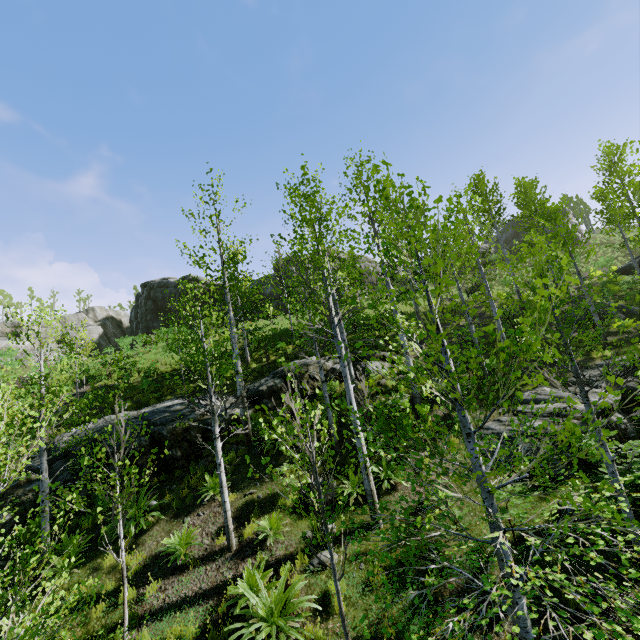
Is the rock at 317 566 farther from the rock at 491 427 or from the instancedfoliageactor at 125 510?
the rock at 491 427

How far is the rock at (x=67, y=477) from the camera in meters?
10.6

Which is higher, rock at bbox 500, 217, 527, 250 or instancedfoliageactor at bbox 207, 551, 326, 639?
rock at bbox 500, 217, 527, 250

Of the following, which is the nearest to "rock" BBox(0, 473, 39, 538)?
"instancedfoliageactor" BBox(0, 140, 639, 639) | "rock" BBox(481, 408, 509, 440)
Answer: "instancedfoliageactor" BBox(0, 140, 639, 639)

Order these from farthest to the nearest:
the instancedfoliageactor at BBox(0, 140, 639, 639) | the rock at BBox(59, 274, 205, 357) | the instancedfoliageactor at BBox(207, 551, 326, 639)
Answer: the rock at BBox(59, 274, 205, 357)
the instancedfoliageactor at BBox(207, 551, 326, 639)
the instancedfoliageactor at BBox(0, 140, 639, 639)

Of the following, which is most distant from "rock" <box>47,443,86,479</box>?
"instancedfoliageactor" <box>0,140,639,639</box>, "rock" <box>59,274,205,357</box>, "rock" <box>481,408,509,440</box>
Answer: "rock" <box>59,274,205,357</box>

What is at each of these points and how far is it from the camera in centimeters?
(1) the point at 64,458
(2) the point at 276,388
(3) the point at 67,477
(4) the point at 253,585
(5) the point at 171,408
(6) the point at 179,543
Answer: (1) rock, 1147cm
(2) rock, 1390cm
(3) rock, 1069cm
(4) instancedfoliageactor, 676cm
(5) rock, 1270cm
(6) instancedfoliageactor, 820cm

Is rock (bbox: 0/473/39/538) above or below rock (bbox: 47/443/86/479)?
below
